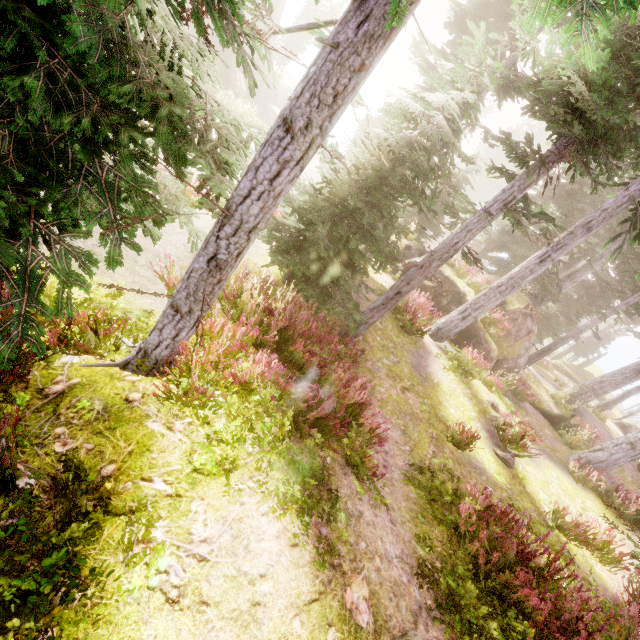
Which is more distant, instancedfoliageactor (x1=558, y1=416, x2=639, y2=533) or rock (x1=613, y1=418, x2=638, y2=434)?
rock (x1=613, y1=418, x2=638, y2=434)

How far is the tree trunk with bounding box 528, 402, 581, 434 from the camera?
15.6 meters

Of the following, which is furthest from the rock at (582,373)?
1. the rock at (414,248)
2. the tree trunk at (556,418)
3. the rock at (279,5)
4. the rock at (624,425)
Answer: the rock at (279,5)

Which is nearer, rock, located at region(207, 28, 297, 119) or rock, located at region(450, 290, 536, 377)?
rock, located at region(450, 290, 536, 377)

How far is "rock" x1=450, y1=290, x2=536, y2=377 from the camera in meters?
14.8 m

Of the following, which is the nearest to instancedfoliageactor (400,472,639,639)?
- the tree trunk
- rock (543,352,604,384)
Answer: rock (543,352,604,384)

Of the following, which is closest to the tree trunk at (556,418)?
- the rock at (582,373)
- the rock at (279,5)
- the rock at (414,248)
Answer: the rock at (414,248)

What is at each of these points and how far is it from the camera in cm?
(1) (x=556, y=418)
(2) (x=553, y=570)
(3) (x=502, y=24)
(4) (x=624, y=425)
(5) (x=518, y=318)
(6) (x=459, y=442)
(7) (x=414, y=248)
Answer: (1) tree trunk, 1598
(2) instancedfoliageactor, 489
(3) instancedfoliageactor, 1432
(4) rock, 2812
(5) rock, 1600
(6) instancedfoliageactor, 880
(7) rock, 1909
